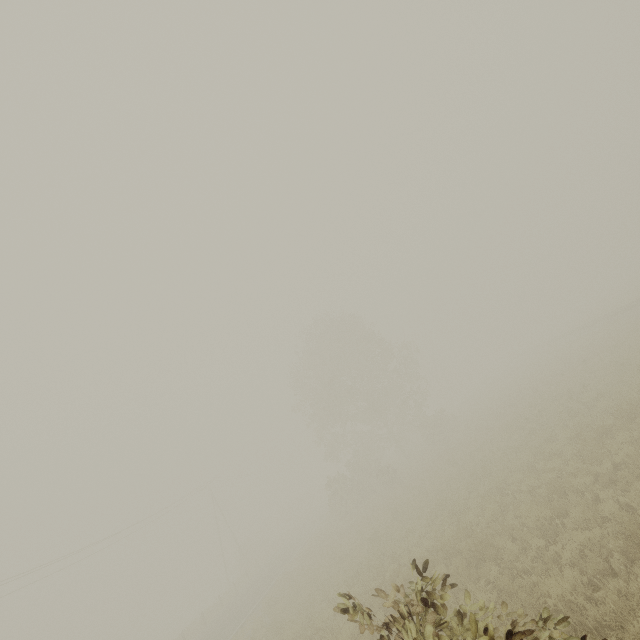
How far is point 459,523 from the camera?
11.48m
